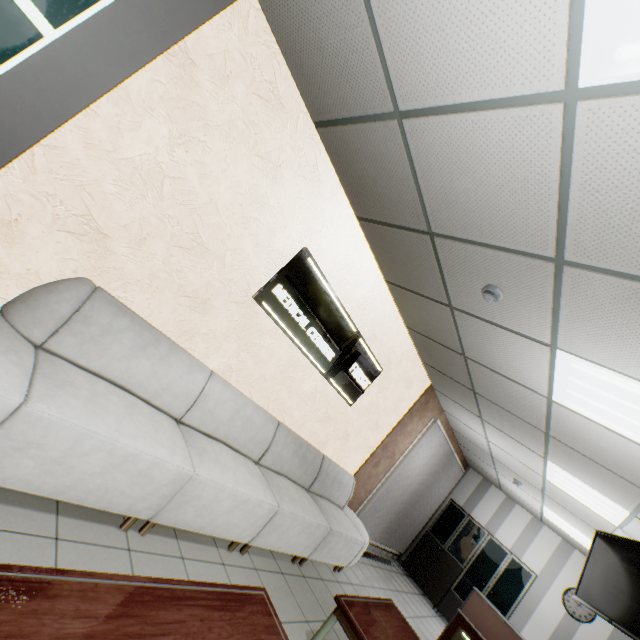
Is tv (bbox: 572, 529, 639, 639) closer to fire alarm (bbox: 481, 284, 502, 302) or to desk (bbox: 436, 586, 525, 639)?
desk (bbox: 436, 586, 525, 639)

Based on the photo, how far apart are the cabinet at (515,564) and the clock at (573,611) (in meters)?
0.50

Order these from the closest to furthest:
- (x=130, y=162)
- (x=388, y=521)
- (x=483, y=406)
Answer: (x=130, y=162) → (x=483, y=406) → (x=388, y=521)

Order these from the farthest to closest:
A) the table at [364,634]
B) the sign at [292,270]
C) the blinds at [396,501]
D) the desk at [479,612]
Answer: the blinds at [396,501], the desk at [479,612], the sign at [292,270], the table at [364,634]

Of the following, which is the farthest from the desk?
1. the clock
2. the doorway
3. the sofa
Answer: the doorway

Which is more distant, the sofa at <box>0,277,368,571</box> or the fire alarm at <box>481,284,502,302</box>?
the fire alarm at <box>481,284,502,302</box>

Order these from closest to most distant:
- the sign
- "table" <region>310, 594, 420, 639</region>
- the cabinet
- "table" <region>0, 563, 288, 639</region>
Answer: "table" <region>0, 563, 288, 639</region> < "table" <region>310, 594, 420, 639</region> < the sign < the cabinet

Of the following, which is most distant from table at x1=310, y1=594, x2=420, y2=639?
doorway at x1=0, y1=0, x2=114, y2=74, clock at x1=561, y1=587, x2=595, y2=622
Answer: clock at x1=561, y1=587, x2=595, y2=622
